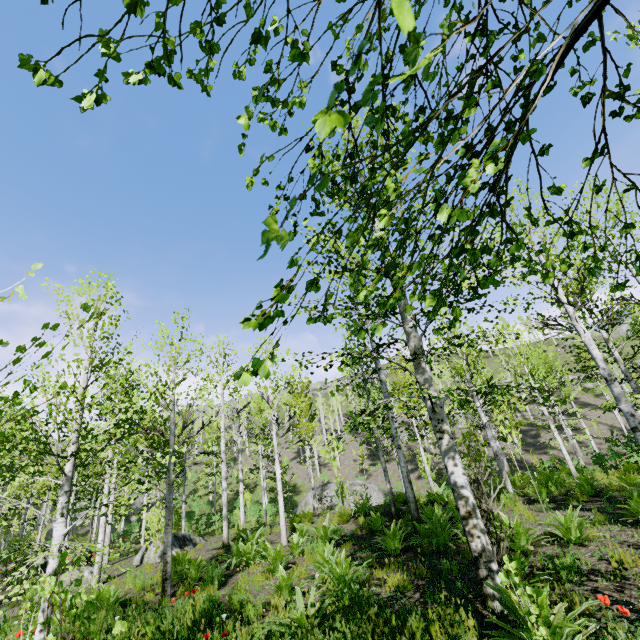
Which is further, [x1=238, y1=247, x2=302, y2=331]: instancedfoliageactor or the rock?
the rock

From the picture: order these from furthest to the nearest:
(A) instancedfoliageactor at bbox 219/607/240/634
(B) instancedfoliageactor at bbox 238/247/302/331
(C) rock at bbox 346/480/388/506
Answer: (C) rock at bbox 346/480/388/506 → (A) instancedfoliageactor at bbox 219/607/240/634 → (B) instancedfoliageactor at bbox 238/247/302/331

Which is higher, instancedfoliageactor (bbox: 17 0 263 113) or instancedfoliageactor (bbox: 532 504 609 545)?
instancedfoliageactor (bbox: 17 0 263 113)

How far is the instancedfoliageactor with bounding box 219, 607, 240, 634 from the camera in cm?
460

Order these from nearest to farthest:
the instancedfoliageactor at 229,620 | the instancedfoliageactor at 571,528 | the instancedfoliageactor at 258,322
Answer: the instancedfoliageactor at 258,322 < the instancedfoliageactor at 229,620 < the instancedfoliageactor at 571,528

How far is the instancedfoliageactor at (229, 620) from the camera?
4.6 meters

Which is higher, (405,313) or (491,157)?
(405,313)
